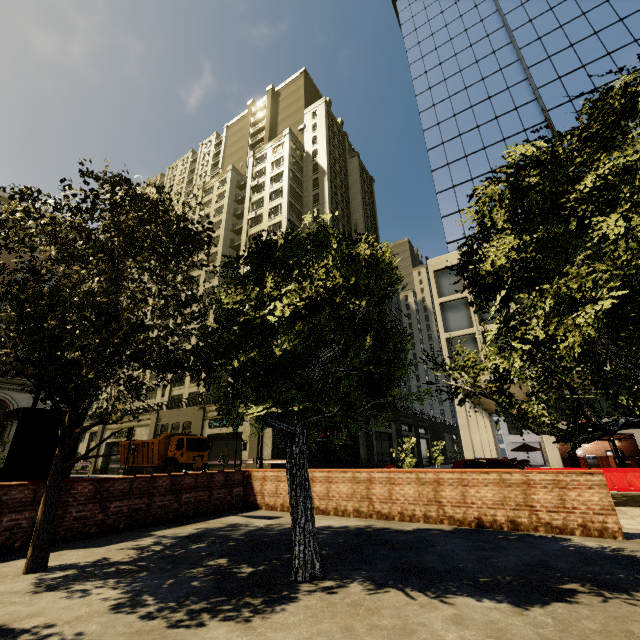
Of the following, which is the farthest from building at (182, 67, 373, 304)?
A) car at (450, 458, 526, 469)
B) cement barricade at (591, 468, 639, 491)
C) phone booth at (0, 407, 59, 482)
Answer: phone booth at (0, 407, 59, 482)

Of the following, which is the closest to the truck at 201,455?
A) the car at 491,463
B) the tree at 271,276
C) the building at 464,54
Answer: the building at 464,54

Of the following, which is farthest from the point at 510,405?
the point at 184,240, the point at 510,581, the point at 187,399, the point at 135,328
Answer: the point at 187,399

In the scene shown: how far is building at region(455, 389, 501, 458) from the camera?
21.8m

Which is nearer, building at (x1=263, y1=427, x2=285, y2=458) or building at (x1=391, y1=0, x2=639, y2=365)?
building at (x1=391, y1=0, x2=639, y2=365)

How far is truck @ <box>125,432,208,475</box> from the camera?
22.9 meters

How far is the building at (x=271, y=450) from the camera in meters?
28.3

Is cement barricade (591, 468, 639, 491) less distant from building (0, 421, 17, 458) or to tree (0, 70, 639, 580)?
building (0, 421, 17, 458)
